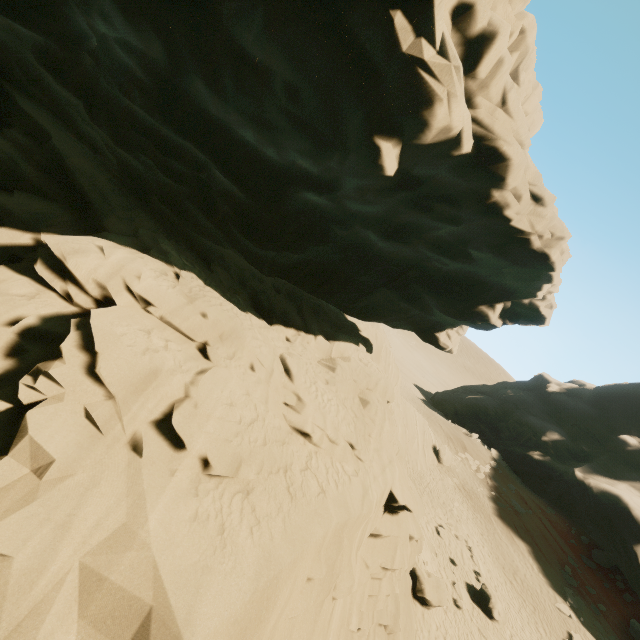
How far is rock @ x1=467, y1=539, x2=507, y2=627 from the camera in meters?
16.2

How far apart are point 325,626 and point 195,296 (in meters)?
8.58

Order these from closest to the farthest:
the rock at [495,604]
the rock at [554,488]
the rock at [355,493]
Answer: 1. the rock at [355,493]
2. the rock at [495,604]
3. the rock at [554,488]

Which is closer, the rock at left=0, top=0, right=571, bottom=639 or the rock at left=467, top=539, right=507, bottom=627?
the rock at left=0, top=0, right=571, bottom=639

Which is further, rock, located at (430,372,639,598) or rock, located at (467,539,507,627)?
rock, located at (430,372,639,598)

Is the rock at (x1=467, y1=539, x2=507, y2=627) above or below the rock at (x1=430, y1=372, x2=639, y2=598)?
below

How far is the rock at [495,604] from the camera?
16.2 meters
